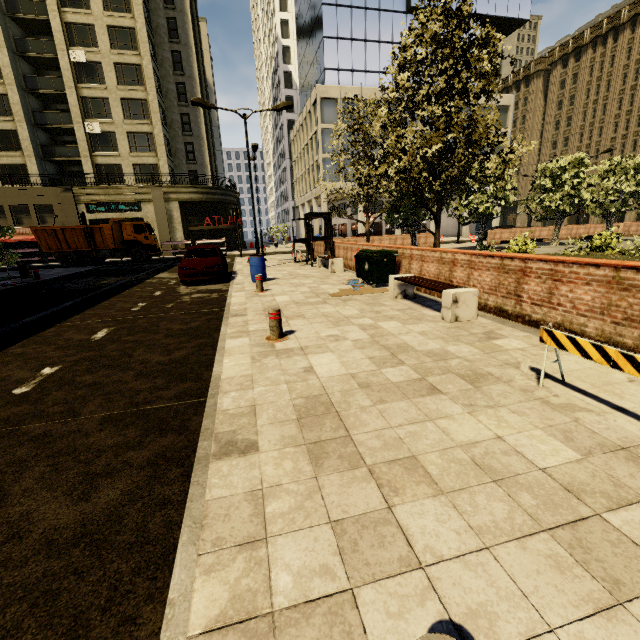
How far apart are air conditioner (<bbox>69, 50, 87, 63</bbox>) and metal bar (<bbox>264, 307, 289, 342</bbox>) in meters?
40.7 m

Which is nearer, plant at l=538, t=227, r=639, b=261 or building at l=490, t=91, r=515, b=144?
plant at l=538, t=227, r=639, b=261

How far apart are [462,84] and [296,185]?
45.4m

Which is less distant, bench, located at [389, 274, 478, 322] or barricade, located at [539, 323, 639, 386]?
barricade, located at [539, 323, 639, 386]

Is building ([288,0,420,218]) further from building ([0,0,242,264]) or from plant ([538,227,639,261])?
plant ([538,227,639,261])

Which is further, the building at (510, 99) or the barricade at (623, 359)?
the building at (510, 99)

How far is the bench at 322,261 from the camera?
14.2 meters

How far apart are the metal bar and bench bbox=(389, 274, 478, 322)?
3.1m
